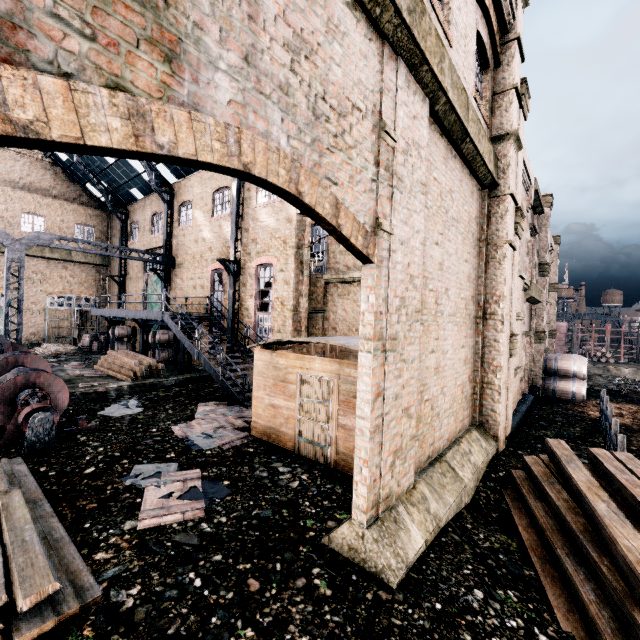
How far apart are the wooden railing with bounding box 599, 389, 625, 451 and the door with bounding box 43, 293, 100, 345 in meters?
38.9

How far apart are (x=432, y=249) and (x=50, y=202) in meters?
36.2 m

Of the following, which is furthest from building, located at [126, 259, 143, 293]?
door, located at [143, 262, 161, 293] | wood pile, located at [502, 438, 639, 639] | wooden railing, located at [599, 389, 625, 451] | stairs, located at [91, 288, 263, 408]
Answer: wooden railing, located at [599, 389, 625, 451]

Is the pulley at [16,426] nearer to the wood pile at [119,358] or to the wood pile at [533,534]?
the wood pile at [119,358]

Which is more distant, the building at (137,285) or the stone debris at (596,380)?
the building at (137,285)

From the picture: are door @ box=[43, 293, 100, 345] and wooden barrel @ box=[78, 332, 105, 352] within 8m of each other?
yes

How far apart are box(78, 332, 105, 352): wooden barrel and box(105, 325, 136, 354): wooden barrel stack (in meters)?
3.83

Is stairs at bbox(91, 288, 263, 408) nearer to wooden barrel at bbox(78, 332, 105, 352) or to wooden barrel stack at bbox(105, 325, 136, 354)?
wooden barrel stack at bbox(105, 325, 136, 354)
